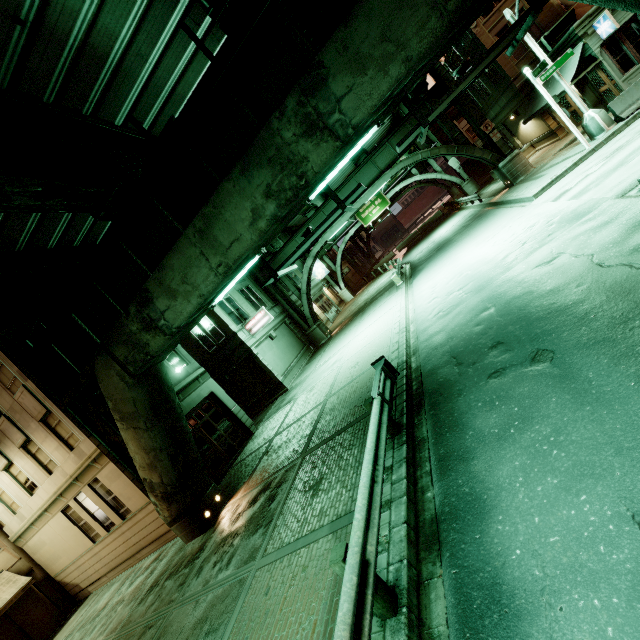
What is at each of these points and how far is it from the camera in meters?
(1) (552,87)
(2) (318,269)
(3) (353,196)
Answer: (1) awning, 18.9
(2) sign, 40.8
(3) sign, 8.8

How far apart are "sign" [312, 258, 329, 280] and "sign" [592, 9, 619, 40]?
28.89m

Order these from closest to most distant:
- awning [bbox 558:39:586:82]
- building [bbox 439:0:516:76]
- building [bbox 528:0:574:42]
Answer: awning [bbox 558:39:586:82], building [bbox 528:0:574:42], building [bbox 439:0:516:76]

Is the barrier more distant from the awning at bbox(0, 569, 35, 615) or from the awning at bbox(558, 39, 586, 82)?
the awning at bbox(0, 569, 35, 615)

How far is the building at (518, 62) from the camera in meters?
22.1 m

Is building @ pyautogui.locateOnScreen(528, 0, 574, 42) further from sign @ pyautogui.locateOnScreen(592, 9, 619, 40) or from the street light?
the street light

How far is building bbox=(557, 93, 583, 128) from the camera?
20.8 meters

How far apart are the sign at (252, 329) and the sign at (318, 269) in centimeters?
1980cm
